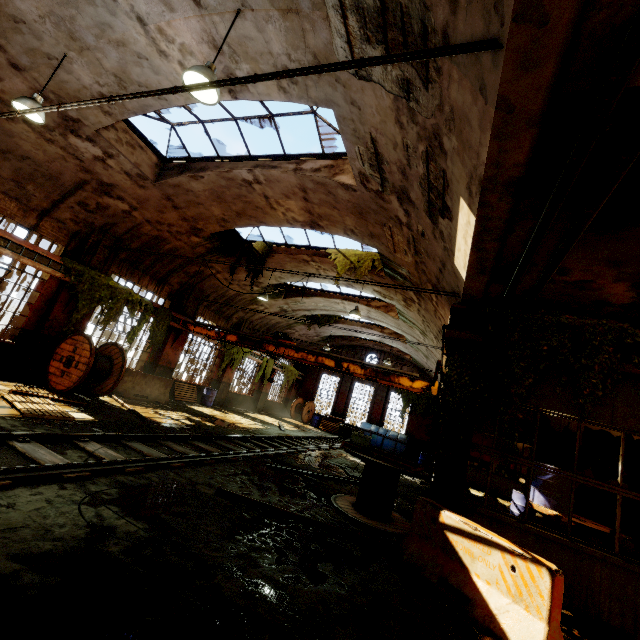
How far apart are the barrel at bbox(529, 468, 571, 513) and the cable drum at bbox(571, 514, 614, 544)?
0.13m

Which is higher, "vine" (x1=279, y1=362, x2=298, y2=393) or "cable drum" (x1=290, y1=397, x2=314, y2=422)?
"vine" (x1=279, y1=362, x2=298, y2=393)

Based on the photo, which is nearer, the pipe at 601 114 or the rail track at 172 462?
the pipe at 601 114

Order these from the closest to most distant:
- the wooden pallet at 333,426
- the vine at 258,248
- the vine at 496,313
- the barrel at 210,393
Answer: the vine at 496,313 → the vine at 258,248 → the barrel at 210,393 → the wooden pallet at 333,426

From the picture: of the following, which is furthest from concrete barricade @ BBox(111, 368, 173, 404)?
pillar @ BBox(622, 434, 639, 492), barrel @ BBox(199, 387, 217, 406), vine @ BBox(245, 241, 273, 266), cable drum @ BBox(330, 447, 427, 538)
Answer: pillar @ BBox(622, 434, 639, 492)

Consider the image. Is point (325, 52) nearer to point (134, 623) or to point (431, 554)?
point (134, 623)

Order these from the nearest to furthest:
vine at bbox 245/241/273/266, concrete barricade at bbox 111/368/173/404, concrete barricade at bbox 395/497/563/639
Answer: concrete barricade at bbox 395/497/563/639, concrete barricade at bbox 111/368/173/404, vine at bbox 245/241/273/266

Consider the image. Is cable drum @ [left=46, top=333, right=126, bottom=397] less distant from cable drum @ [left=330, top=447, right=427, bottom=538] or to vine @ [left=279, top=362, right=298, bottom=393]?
cable drum @ [left=330, top=447, right=427, bottom=538]
